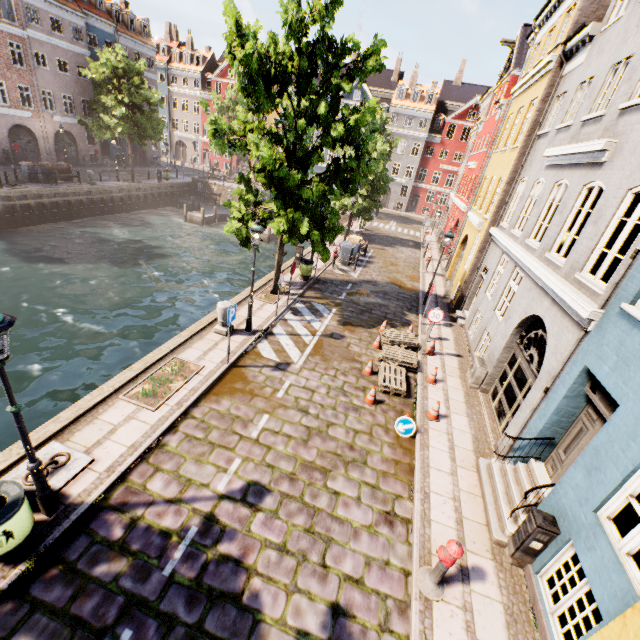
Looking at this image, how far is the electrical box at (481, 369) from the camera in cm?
1051

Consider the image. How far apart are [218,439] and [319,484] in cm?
251

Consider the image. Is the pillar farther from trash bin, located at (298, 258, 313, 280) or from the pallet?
trash bin, located at (298, 258, 313, 280)

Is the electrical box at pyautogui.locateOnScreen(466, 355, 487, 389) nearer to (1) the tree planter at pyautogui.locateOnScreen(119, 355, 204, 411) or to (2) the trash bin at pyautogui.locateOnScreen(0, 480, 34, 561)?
(1) the tree planter at pyautogui.locateOnScreen(119, 355, 204, 411)

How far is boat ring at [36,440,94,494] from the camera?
5.8m

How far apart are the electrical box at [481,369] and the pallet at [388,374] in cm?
188

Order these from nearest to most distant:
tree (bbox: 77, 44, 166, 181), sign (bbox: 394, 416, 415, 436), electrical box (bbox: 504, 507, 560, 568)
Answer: electrical box (bbox: 504, 507, 560, 568) < sign (bbox: 394, 416, 415, 436) < tree (bbox: 77, 44, 166, 181)

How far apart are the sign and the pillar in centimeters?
615cm
